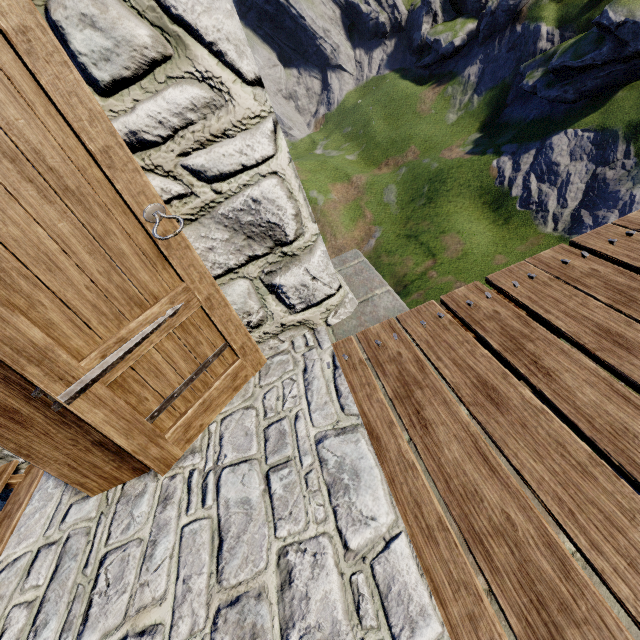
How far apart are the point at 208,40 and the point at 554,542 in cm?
212
